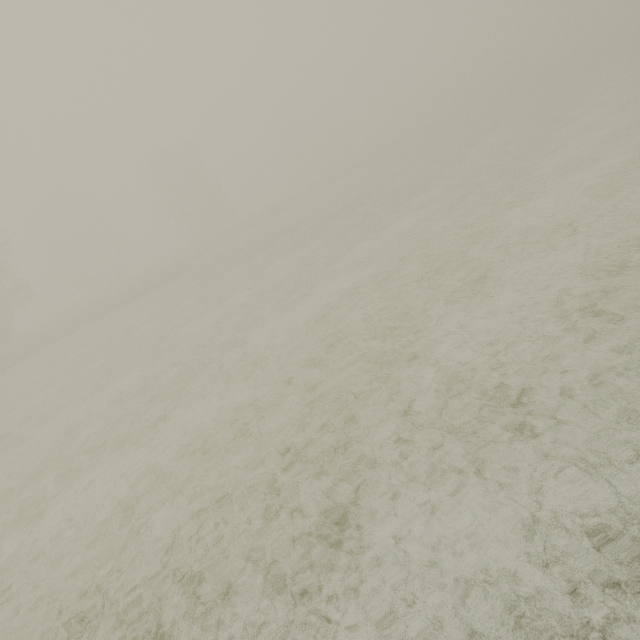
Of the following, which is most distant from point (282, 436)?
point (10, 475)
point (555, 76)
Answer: point (555, 76)
